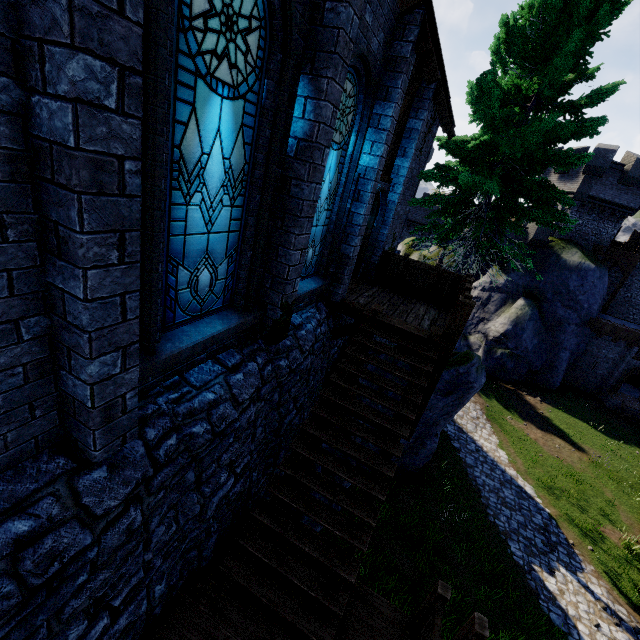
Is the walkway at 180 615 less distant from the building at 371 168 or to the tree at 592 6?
the building at 371 168

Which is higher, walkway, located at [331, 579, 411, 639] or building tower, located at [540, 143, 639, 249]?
building tower, located at [540, 143, 639, 249]

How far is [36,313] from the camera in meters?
2.4 m

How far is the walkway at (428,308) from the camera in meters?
7.1

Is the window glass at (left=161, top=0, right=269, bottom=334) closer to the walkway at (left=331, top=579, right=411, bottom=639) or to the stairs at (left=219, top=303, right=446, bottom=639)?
the stairs at (left=219, top=303, right=446, bottom=639)

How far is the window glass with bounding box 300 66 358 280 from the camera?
5.53m

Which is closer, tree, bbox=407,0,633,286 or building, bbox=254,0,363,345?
building, bbox=254,0,363,345

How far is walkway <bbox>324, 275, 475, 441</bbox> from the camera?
7.1m
